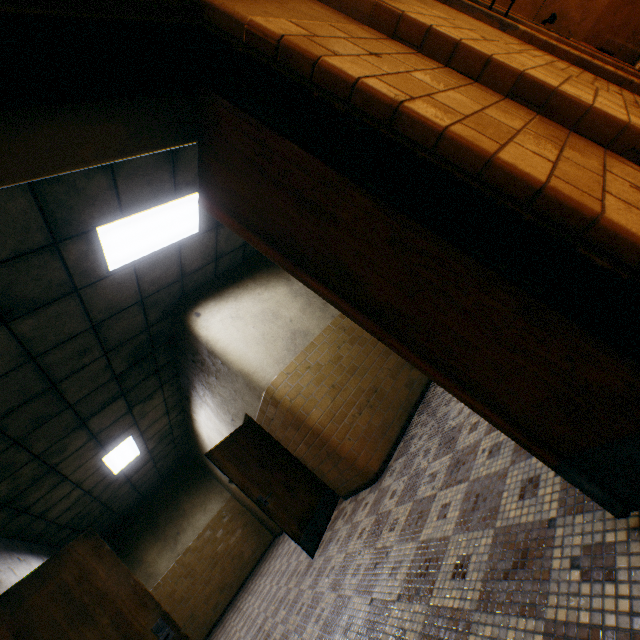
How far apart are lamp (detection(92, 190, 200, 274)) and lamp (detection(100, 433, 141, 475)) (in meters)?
4.42

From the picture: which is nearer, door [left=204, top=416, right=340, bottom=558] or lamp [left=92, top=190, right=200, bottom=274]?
lamp [left=92, top=190, right=200, bottom=274]

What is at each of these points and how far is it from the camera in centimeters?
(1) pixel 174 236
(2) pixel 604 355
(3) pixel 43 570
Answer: (1) lamp, 418cm
(2) door, 88cm
(3) door, 259cm

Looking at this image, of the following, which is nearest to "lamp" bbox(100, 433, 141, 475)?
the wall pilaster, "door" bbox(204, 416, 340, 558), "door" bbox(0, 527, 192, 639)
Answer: "door" bbox(204, 416, 340, 558)

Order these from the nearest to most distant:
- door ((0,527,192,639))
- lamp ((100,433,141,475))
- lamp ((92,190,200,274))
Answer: door ((0,527,192,639)) < lamp ((92,190,200,274)) < lamp ((100,433,141,475))

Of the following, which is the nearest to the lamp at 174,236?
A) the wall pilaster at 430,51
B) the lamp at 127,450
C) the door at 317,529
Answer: the wall pilaster at 430,51

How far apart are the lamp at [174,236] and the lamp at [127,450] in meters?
4.4

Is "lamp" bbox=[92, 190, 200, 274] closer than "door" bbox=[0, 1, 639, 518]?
No
